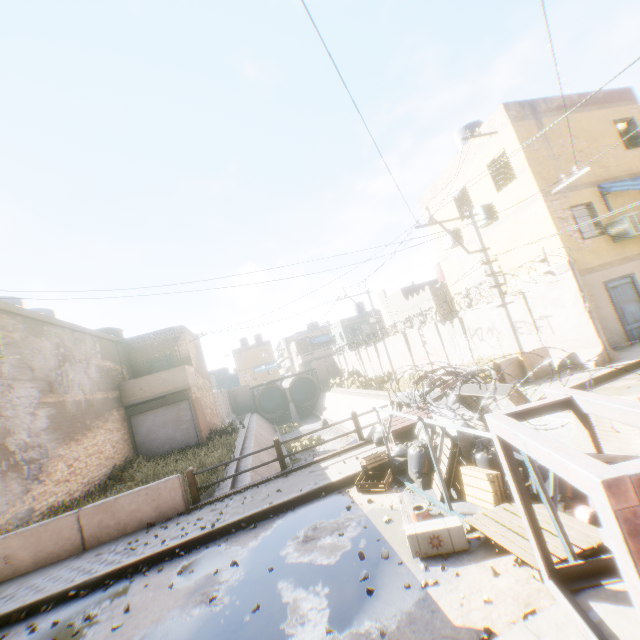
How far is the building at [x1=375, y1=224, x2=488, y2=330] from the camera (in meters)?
16.42

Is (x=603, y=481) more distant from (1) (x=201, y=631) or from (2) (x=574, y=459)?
(1) (x=201, y=631)

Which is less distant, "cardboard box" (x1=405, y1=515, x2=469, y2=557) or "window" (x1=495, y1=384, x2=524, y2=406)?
"cardboard box" (x1=405, y1=515, x2=469, y2=557)

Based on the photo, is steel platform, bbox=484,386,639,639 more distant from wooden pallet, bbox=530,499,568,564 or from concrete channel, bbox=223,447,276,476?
concrete channel, bbox=223,447,276,476

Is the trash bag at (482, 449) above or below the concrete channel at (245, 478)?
above

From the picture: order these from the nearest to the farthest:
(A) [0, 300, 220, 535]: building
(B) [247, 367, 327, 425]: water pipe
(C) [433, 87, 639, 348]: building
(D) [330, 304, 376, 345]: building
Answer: (A) [0, 300, 220, 535]: building
(C) [433, 87, 639, 348]: building
(B) [247, 367, 327, 425]: water pipe
(D) [330, 304, 376, 345]: building

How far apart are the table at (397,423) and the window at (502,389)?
1.1 meters

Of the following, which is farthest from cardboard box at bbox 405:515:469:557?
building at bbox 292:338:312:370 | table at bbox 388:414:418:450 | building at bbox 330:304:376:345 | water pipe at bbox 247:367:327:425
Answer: building at bbox 292:338:312:370
